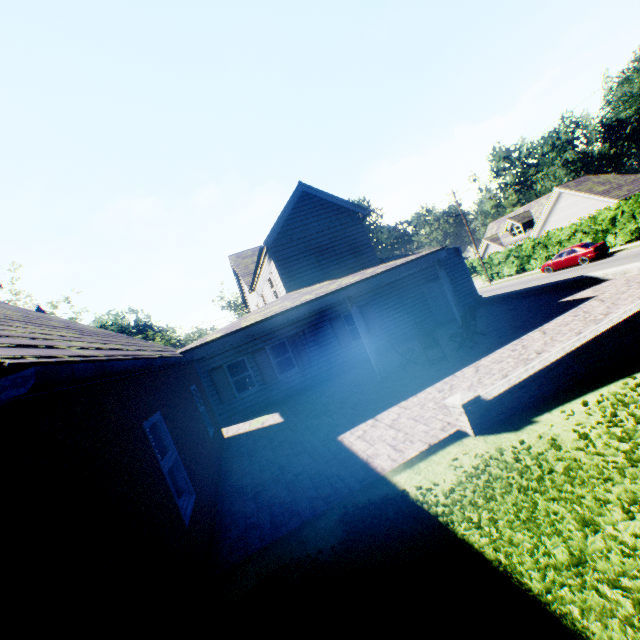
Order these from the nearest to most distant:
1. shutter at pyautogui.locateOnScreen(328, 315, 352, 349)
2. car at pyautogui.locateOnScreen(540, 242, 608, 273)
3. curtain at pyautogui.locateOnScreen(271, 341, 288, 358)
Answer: curtain at pyautogui.locateOnScreen(271, 341, 288, 358) < shutter at pyautogui.locateOnScreen(328, 315, 352, 349) < car at pyautogui.locateOnScreen(540, 242, 608, 273)

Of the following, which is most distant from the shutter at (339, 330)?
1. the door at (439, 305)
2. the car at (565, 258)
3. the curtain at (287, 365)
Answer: the car at (565, 258)

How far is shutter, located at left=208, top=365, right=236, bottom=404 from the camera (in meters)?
14.08

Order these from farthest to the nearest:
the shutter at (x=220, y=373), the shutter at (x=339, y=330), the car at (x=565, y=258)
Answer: the car at (x=565, y=258), the shutter at (x=339, y=330), the shutter at (x=220, y=373)

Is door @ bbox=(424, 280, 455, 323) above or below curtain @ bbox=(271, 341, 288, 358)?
below

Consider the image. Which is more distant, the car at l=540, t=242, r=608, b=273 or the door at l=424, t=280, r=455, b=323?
the car at l=540, t=242, r=608, b=273

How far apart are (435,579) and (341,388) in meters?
9.0

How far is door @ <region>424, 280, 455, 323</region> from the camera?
17.08m
